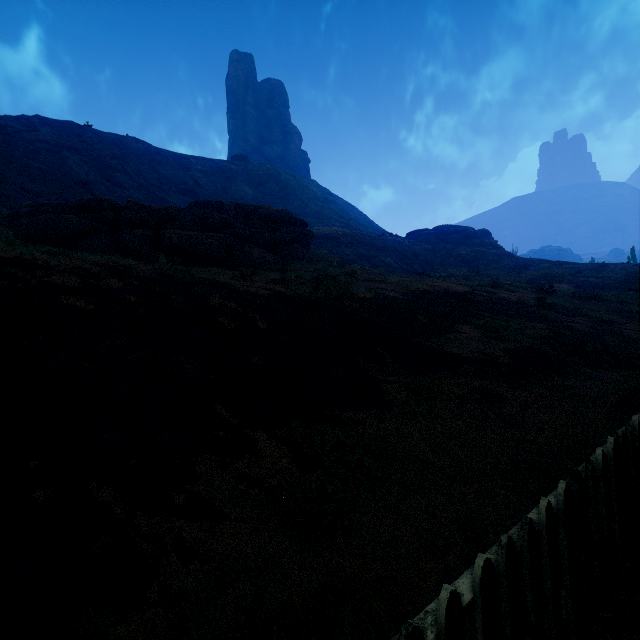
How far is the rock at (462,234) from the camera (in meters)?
43.22

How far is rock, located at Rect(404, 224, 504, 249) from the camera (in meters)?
43.22

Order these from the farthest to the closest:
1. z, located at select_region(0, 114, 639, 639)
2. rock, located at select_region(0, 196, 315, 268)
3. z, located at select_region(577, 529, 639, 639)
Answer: rock, located at select_region(0, 196, 315, 268) < z, located at select_region(0, 114, 639, 639) < z, located at select_region(577, 529, 639, 639)

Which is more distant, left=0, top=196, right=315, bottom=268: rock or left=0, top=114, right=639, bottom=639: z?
left=0, top=196, right=315, bottom=268: rock

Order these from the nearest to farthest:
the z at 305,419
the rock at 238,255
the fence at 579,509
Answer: the fence at 579,509
the z at 305,419
the rock at 238,255

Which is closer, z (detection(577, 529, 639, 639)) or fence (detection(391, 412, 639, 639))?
fence (detection(391, 412, 639, 639))

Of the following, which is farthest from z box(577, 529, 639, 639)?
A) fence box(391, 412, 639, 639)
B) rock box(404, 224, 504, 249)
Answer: rock box(404, 224, 504, 249)

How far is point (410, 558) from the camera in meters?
3.0
